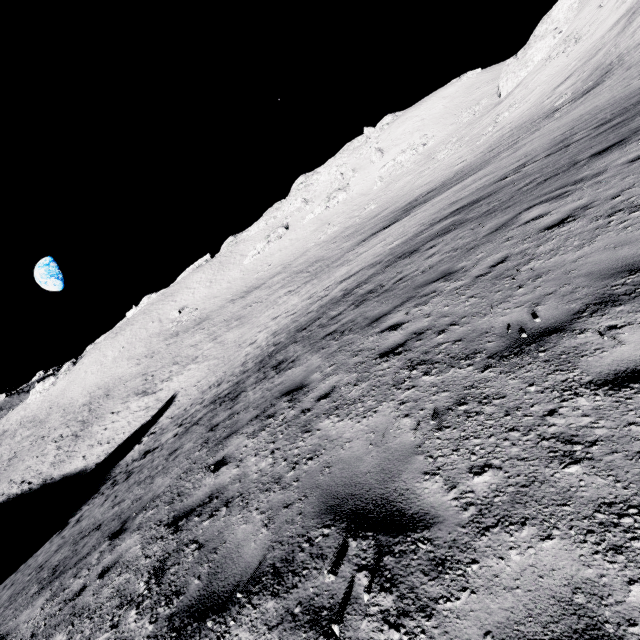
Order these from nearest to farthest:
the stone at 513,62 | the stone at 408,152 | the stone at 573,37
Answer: the stone at 573,37 → the stone at 513,62 → the stone at 408,152

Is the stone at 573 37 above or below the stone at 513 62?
below

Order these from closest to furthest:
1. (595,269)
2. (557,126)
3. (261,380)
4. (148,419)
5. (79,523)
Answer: (595,269), (261,380), (79,523), (557,126), (148,419)

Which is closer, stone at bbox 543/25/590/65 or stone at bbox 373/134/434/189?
stone at bbox 543/25/590/65

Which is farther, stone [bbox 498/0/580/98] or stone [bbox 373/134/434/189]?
stone [bbox 373/134/434/189]

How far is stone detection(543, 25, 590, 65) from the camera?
37.1m

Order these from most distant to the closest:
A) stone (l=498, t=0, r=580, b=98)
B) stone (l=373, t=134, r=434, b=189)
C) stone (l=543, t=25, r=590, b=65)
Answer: stone (l=373, t=134, r=434, b=189), stone (l=498, t=0, r=580, b=98), stone (l=543, t=25, r=590, b=65)

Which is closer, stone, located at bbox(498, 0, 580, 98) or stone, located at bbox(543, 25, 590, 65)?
→ stone, located at bbox(543, 25, 590, 65)
